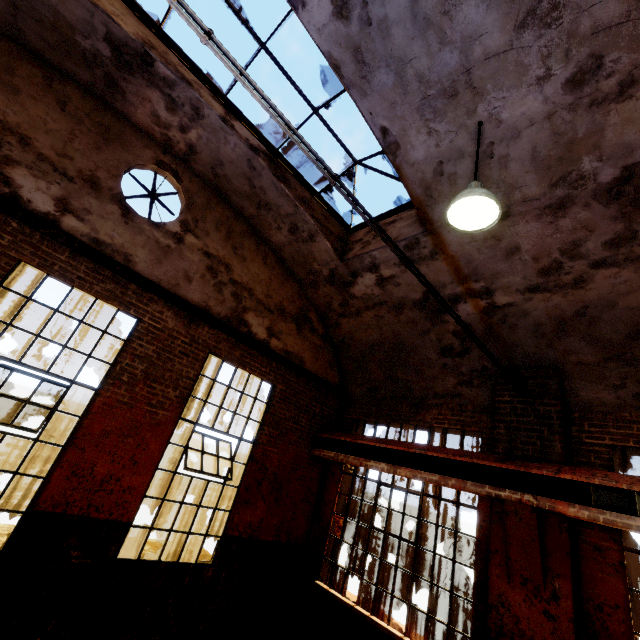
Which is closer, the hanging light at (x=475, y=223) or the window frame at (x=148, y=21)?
the hanging light at (x=475, y=223)

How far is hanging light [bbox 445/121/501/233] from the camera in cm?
332

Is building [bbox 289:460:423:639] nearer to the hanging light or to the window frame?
the hanging light

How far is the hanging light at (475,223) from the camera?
3.32m

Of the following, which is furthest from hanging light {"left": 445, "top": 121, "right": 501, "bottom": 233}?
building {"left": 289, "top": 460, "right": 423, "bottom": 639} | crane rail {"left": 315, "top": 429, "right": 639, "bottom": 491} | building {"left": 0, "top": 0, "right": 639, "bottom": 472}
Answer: building {"left": 289, "top": 460, "right": 423, "bottom": 639}

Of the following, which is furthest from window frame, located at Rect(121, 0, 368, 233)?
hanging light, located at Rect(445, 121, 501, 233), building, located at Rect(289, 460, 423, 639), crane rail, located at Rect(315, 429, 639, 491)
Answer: building, located at Rect(289, 460, 423, 639)

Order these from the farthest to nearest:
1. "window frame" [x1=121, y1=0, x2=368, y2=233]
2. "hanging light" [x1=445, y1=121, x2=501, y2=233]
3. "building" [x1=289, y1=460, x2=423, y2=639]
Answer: "building" [x1=289, y1=460, x2=423, y2=639], "window frame" [x1=121, y1=0, x2=368, y2=233], "hanging light" [x1=445, y1=121, x2=501, y2=233]

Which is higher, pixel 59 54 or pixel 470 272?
pixel 59 54
